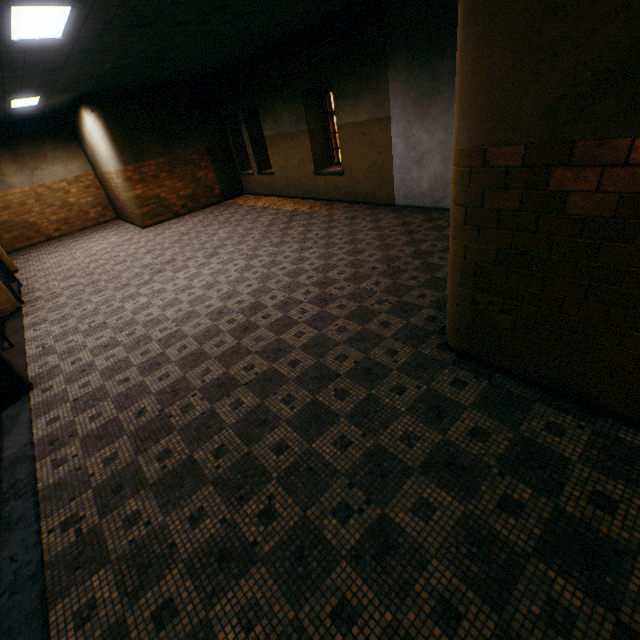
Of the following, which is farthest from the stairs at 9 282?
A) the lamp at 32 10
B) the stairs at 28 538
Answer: the lamp at 32 10

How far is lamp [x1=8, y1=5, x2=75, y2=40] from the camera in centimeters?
376cm

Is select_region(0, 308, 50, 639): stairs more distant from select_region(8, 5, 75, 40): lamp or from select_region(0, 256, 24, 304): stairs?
select_region(8, 5, 75, 40): lamp

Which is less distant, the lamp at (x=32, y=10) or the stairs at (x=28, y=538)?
the stairs at (x=28, y=538)

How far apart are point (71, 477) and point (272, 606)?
2.3 meters

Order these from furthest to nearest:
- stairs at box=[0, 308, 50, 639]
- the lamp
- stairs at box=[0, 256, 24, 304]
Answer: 1. stairs at box=[0, 256, 24, 304]
2. the lamp
3. stairs at box=[0, 308, 50, 639]

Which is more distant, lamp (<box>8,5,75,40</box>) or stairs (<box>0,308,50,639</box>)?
lamp (<box>8,5,75,40</box>)
